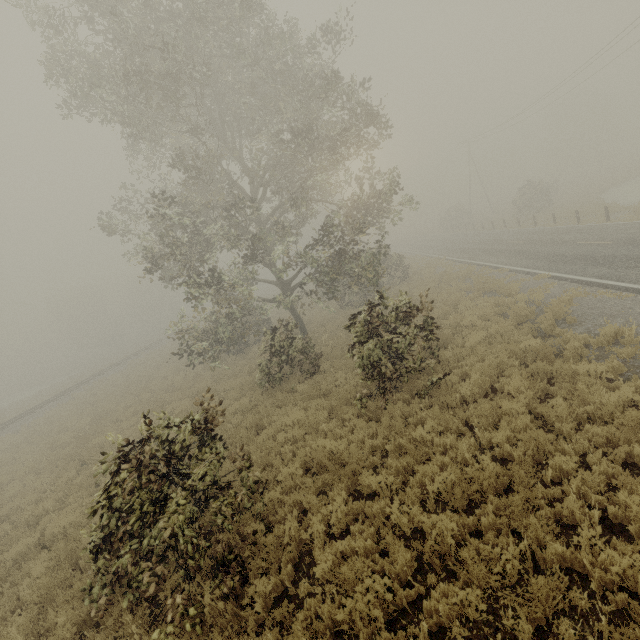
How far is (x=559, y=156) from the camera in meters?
56.9 m

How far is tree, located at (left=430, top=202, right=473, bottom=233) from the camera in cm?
4909

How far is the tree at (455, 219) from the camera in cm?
4909

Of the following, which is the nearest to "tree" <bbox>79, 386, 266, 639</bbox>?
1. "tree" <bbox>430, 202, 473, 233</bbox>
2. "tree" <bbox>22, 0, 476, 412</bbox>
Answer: "tree" <bbox>22, 0, 476, 412</bbox>

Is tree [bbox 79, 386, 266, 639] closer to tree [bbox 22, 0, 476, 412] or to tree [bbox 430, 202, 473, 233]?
tree [bbox 22, 0, 476, 412]

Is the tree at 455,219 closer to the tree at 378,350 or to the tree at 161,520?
the tree at 378,350
